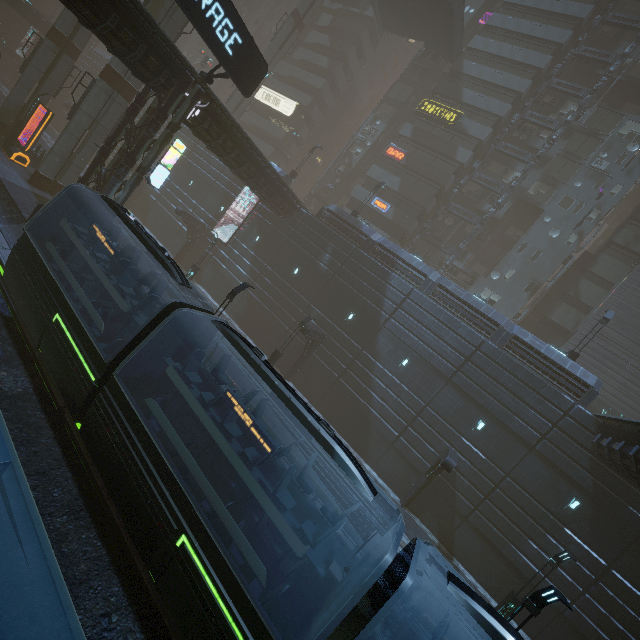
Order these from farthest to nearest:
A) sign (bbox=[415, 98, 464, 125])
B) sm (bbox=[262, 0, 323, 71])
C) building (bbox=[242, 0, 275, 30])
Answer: building (bbox=[242, 0, 275, 30]) → sm (bbox=[262, 0, 323, 71]) → sign (bbox=[415, 98, 464, 125])

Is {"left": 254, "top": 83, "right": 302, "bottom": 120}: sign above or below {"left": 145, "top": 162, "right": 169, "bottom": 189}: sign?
above

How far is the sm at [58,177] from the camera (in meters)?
22.23

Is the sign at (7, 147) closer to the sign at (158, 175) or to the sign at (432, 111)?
the sign at (158, 175)

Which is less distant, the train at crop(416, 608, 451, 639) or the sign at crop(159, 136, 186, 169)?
the train at crop(416, 608, 451, 639)

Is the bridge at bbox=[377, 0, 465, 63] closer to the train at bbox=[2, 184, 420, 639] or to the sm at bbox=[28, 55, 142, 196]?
the sm at bbox=[28, 55, 142, 196]

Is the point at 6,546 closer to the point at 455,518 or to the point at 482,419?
the point at 455,518

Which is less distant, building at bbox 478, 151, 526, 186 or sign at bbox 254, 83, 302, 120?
building at bbox 478, 151, 526, 186
